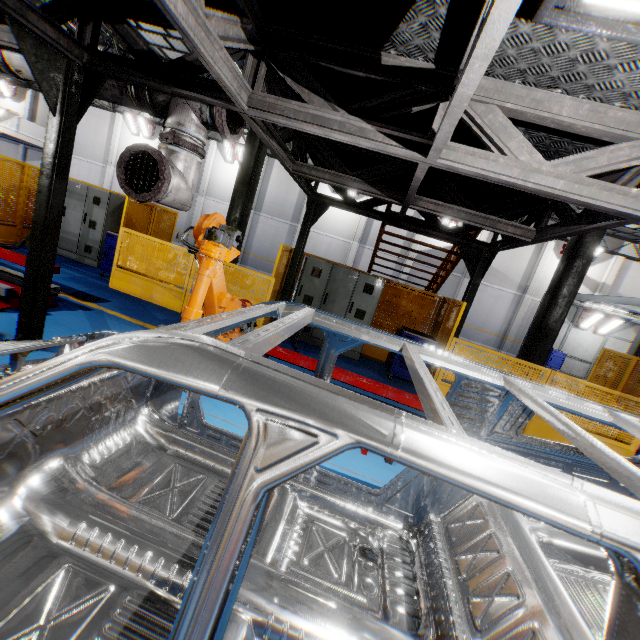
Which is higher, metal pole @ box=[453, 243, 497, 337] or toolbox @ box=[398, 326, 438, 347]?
metal pole @ box=[453, 243, 497, 337]

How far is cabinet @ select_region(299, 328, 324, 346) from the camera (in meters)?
8.45

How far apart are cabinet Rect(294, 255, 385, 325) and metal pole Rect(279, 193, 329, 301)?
0.6 meters

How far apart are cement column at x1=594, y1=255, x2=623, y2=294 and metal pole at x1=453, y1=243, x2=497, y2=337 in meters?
19.2 m

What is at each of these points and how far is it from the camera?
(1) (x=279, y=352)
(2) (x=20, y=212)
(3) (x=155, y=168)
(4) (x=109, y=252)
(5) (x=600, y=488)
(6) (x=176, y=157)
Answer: (1) metal platform, 5.11m
(2) metal panel, 9.09m
(3) pipe cover, 3.48m
(4) toolbox, 8.44m
(5) chassis, 0.75m
(6) vent pipe, 3.69m

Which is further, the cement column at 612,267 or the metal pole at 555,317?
the cement column at 612,267

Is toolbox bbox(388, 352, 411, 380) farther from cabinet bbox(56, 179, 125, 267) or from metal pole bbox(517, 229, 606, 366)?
cabinet bbox(56, 179, 125, 267)

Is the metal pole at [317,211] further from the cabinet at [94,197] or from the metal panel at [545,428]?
the cabinet at [94,197]
